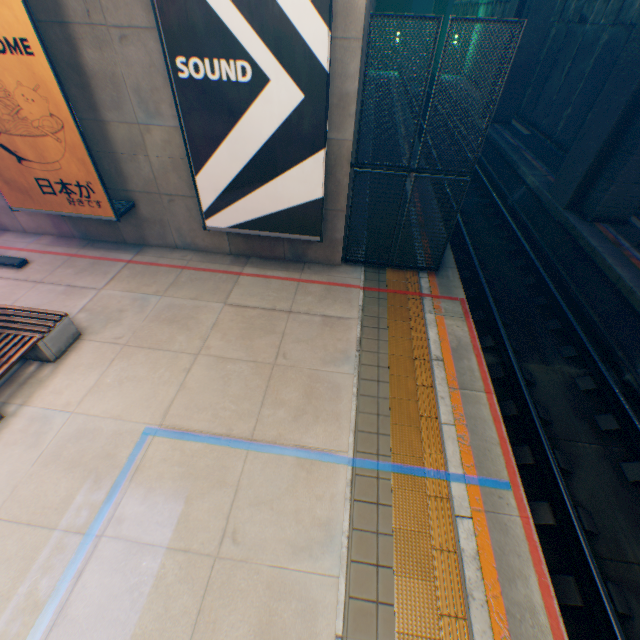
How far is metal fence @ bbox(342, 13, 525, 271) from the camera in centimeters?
524cm

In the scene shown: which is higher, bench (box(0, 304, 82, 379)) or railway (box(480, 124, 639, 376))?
bench (box(0, 304, 82, 379))

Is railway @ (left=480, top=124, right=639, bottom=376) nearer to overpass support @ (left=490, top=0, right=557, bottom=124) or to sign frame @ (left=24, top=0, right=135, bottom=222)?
overpass support @ (left=490, top=0, right=557, bottom=124)

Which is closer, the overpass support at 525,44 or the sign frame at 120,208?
the sign frame at 120,208

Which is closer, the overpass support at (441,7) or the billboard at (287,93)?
the billboard at (287,93)

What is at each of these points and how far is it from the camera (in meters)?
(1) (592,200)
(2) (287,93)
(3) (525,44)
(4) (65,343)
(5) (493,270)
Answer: (1) overpass support, 10.75
(2) billboard, 5.29
(3) overpass support, 18.08
(4) bench, 6.06
(5) railway, 10.84

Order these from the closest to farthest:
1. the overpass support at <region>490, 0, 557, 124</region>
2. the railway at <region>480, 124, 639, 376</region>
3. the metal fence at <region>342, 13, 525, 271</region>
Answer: the metal fence at <region>342, 13, 525, 271</region>, the railway at <region>480, 124, 639, 376</region>, the overpass support at <region>490, 0, 557, 124</region>

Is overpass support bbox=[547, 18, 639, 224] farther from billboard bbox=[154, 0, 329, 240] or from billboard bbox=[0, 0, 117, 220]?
billboard bbox=[0, 0, 117, 220]
